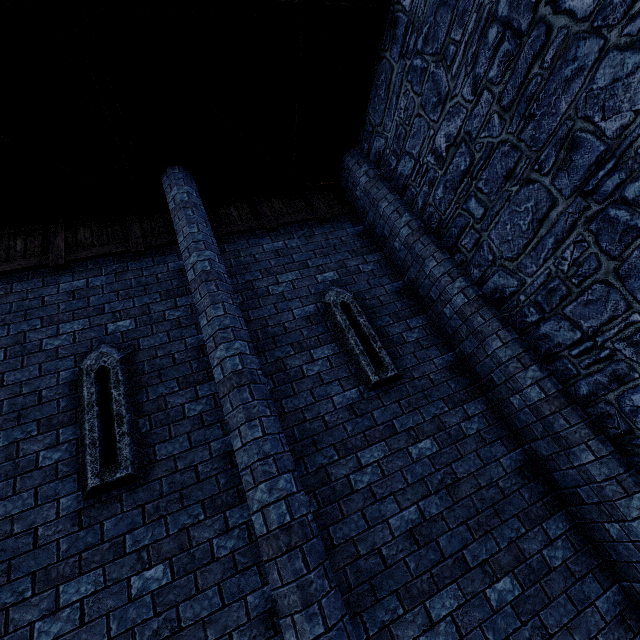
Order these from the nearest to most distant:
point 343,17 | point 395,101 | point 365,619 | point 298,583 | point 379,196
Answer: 1. point 298,583
2. point 365,619
3. point 343,17
4. point 395,101
5. point 379,196

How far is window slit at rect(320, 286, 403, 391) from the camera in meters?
4.4

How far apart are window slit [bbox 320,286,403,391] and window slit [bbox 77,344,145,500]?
2.8 meters

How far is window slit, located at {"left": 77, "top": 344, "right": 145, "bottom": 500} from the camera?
3.4 meters

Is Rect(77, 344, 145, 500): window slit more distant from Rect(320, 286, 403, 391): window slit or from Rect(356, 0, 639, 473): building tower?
Rect(356, 0, 639, 473): building tower

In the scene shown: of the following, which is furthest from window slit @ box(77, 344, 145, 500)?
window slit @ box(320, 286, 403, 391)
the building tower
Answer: the building tower

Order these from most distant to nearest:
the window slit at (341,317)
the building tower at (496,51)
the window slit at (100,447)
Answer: the window slit at (341,317), the window slit at (100,447), the building tower at (496,51)

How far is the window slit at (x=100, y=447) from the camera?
3.36m
